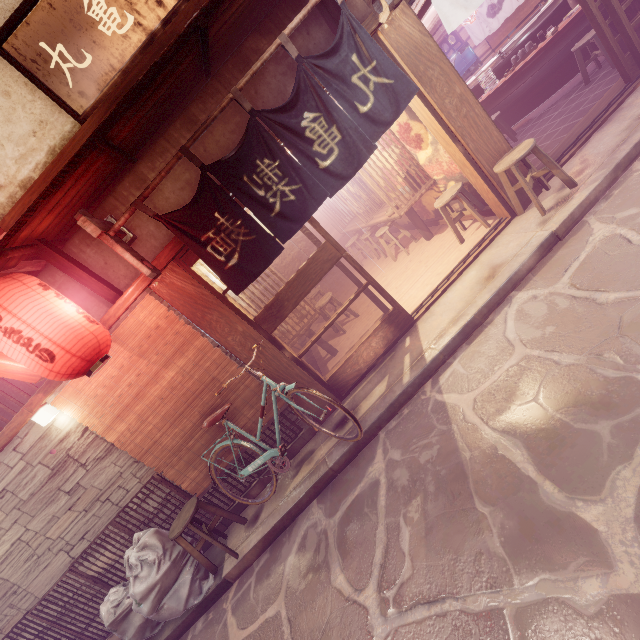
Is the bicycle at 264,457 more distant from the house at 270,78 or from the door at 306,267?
the house at 270,78

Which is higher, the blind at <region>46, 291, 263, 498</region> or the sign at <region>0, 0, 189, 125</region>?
the sign at <region>0, 0, 189, 125</region>

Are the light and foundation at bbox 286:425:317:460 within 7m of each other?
yes

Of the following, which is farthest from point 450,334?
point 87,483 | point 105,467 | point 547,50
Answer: point 547,50

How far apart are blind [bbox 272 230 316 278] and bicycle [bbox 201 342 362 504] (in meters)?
14.58

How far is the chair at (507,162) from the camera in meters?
6.8

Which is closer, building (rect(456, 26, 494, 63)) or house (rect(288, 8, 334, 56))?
house (rect(288, 8, 334, 56))

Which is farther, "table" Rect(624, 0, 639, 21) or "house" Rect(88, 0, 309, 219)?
"table" Rect(624, 0, 639, 21)
